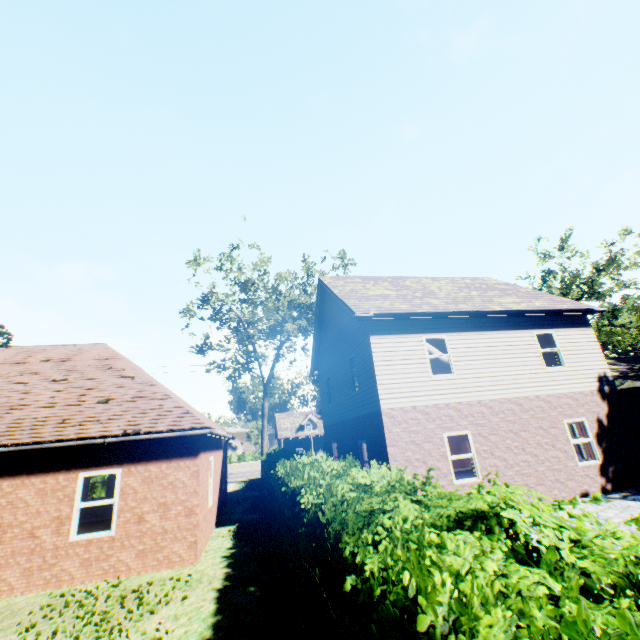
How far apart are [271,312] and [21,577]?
20.1 meters

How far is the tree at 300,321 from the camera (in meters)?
24.11

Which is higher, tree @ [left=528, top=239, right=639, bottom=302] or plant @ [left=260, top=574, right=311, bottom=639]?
tree @ [left=528, top=239, right=639, bottom=302]

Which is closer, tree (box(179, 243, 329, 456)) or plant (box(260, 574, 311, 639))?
plant (box(260, 574, 311, 639))

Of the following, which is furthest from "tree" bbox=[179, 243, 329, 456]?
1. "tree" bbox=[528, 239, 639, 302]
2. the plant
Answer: "tree" bbox=[528, 239, 639, 302]

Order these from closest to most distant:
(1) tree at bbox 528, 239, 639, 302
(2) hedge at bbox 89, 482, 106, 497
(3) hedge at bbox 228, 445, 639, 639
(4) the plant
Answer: (3) hedge at bbox 228, 445, 639, 639
(4) the plant
(2) hedge at bbox 89, 482, 106, 497
(1) tree at bbox 528, 239, 639, 302

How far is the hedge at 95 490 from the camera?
23.89m

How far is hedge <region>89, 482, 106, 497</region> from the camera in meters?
23.9
